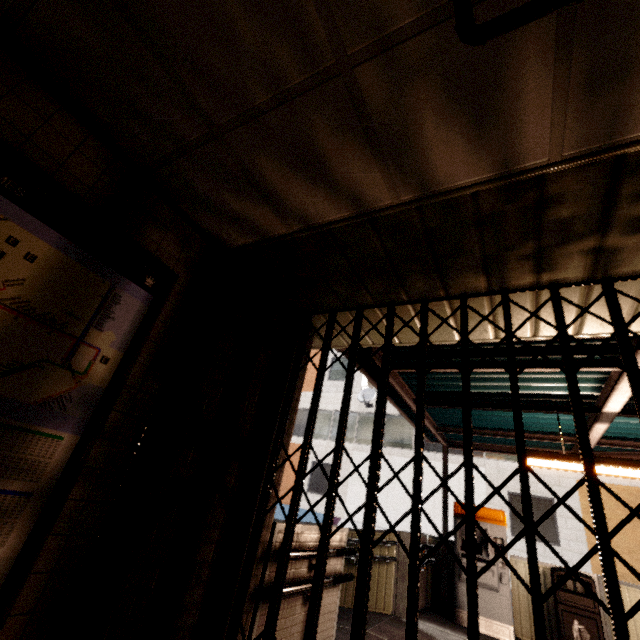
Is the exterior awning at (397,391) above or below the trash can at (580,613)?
above

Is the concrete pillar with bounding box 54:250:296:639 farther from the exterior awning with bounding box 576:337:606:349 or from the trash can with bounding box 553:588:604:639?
the trash can with bounding box 553:588:604:639

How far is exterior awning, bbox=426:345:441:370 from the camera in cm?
369

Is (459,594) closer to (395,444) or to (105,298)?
(105,298)

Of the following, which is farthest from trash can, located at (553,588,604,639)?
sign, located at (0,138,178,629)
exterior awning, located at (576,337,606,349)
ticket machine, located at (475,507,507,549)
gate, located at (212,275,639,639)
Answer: sign, located at (0,138,178,629)

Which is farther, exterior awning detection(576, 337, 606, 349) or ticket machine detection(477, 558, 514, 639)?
ticket machine detection(477, 558, 514, 639)

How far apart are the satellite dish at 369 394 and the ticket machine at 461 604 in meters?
9.6
